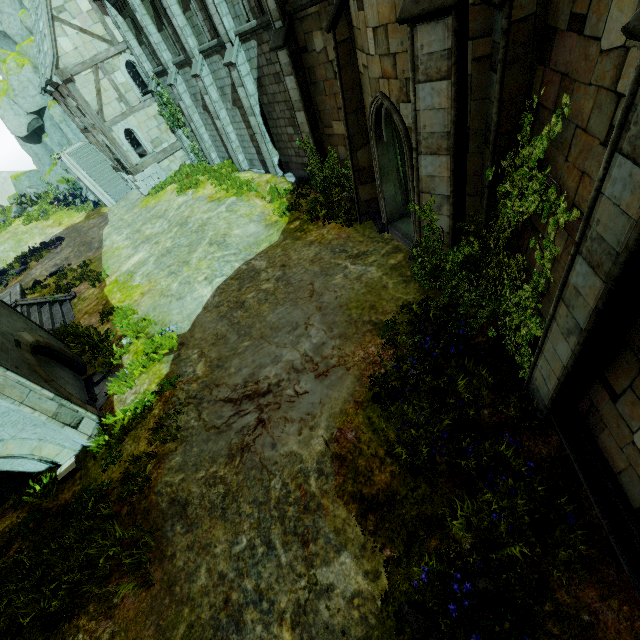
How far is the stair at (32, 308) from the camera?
13.48m

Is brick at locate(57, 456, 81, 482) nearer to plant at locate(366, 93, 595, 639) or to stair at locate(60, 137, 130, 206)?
plant at locate(366, 93, 595, 639)

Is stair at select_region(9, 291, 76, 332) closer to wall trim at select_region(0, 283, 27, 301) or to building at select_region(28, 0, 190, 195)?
wall trim at select_region(0, 283, 27, 301)

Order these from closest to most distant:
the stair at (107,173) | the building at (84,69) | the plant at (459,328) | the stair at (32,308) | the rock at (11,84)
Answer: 1. the plant at (459,328)
2. the stair at (32,308)
3. the building at (84,69)
4. the stair at (107,173)
5. the rock at (11,84)

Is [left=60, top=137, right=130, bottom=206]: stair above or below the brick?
above

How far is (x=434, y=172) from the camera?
6.41m

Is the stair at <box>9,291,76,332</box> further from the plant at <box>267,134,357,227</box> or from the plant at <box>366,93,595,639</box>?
the plant at <box>366,93,595,639</box>

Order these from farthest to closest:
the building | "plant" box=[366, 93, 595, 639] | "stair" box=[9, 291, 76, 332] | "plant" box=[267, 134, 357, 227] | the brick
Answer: the building → "stair" box=[9, 291, 76, 332] → "plant" box=[267, 134, 357, 227] → the brick → "plant" box=[366, 93, 595, 639]
